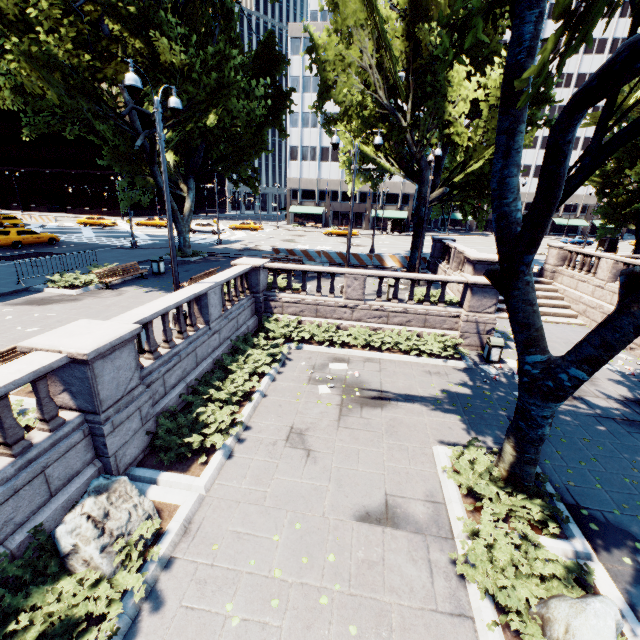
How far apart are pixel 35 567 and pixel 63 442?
1.8 meters

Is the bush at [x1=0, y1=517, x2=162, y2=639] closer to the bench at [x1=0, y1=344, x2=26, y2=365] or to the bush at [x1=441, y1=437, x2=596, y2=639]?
the bench at [x1=0, y1=344, x2=26, y2=365]

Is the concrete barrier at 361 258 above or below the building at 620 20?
below

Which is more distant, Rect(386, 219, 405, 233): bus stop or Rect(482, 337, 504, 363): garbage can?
Rect(386, 219, 405, 233): bus stop

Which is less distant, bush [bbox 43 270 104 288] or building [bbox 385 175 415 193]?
bush [bbox 43 270 104 288]

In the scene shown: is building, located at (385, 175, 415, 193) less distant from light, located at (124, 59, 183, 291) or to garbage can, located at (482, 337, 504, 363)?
garbage can, located at (482, 337, 504, 363)

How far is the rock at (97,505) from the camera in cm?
486

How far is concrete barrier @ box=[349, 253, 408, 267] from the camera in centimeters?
2438cm
